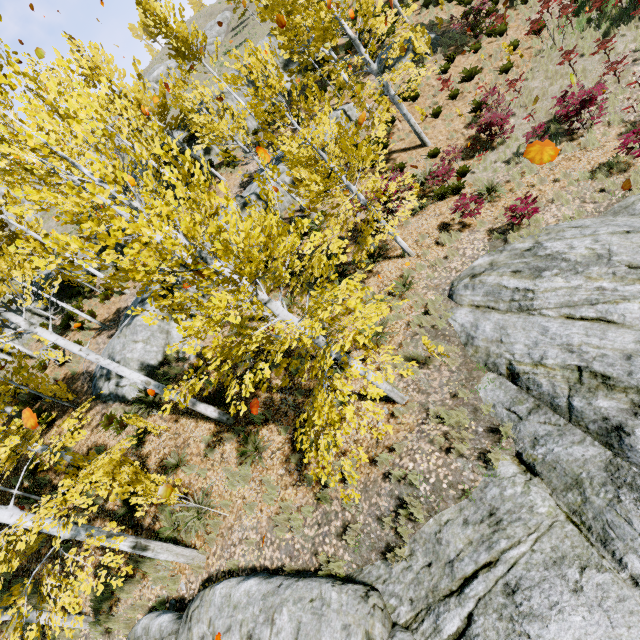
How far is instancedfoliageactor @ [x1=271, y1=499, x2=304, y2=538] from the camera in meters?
6.6

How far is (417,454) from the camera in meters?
6.1

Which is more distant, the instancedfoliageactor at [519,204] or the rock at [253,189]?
the rock at [253,189]

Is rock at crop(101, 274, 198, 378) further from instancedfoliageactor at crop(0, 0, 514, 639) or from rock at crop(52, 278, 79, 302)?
rock at crop(52, 278, 79, 302)

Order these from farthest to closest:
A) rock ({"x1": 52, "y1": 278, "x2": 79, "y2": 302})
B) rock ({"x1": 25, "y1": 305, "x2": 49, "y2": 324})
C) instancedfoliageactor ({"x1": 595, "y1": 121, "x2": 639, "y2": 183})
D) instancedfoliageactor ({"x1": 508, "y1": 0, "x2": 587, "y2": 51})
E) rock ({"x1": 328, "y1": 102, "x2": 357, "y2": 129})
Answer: rock ({"x1": 52, "y1": 278, "x2": 79, "y2": 302}), rock ({"x1": 25, "y1": 305, "x2": 49, "y2": 324}), rock ({"x1": 328, "y1": 102, "x2": 357, "y2": 129}), instancedfoliageactor ({"x1": 508, "y1": 0, "x2": 587, "y2": 51}), instancedfoliageactor ({"x1": 595, "y1": 121, "x2": 639, "y2": 183})

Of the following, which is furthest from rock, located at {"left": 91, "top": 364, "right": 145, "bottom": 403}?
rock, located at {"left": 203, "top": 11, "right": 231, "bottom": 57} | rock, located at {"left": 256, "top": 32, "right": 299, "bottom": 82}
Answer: rock, located at {"left": 203, "top": 11, "right": 231, "bottom": 57}

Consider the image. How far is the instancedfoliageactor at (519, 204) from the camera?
8.6 meters

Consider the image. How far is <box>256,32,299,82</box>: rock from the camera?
22.4 meters
